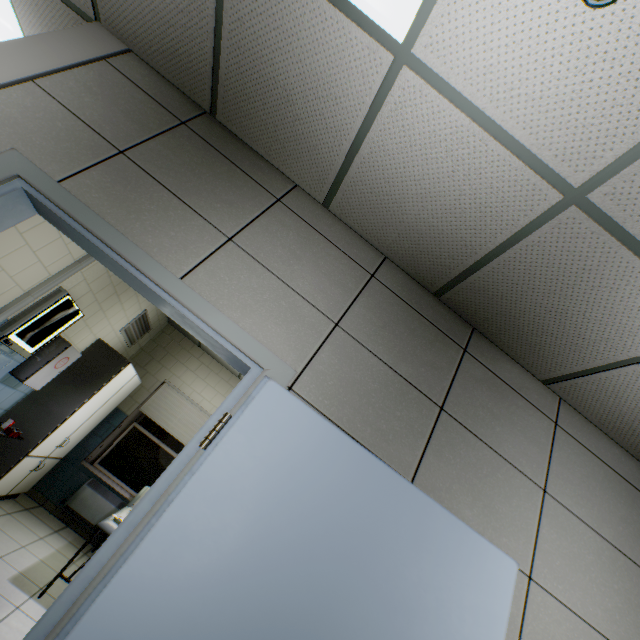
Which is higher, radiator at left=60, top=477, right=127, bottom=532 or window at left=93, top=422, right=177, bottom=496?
window at left=93, top=422, right=177, bottom=496

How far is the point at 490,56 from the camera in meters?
1.3

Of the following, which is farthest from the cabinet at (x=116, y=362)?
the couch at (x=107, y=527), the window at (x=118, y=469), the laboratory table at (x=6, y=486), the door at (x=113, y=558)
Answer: the door at (x=113, y=558)

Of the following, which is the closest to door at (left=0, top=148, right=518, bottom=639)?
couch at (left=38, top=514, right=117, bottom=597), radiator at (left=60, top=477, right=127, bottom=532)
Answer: couch at (left=38, top=514, right=117, bottom=597)

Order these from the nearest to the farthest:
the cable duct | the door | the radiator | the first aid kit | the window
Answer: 1. the door
2. the cable duct
3. the first aid kit
4. the radiator
5. the window

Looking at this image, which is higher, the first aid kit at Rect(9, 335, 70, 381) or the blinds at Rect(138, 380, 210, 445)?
the blinds at Rect(138, 380, 210, 445)

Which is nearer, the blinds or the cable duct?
the cable duct

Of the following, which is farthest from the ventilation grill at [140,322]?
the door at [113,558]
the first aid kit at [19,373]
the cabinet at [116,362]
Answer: the door at [113,558]
